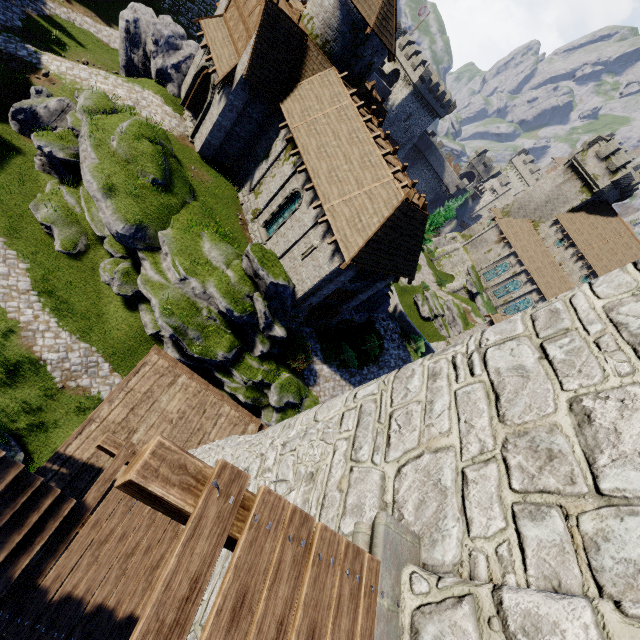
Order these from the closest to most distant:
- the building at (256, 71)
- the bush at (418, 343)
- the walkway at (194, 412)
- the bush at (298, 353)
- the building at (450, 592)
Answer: the building at (450, 592) < the walkway at (194, 412) < the building at (256, 71) < the bush at (298, 353) < the bush at (418, 343)

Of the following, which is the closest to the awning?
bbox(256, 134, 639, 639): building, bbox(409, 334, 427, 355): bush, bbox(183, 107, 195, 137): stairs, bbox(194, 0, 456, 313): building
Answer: bbox(194, 0, 456, 313): building

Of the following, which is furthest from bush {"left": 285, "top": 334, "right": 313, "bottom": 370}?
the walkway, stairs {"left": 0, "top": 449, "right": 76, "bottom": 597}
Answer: stairs {"left": 0, "top": 449, "right": 76, "bottom": 597}

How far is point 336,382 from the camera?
23.25m

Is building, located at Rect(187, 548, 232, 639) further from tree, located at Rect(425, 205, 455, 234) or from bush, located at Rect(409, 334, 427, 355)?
bush, located at Rect(409, 334, 427, 355)

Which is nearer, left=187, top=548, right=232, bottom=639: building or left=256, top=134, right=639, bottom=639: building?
left=256, top=134, right=639, bottom=639: building

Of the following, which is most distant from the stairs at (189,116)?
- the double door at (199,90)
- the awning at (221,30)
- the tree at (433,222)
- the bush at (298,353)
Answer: the bush at (298,353)

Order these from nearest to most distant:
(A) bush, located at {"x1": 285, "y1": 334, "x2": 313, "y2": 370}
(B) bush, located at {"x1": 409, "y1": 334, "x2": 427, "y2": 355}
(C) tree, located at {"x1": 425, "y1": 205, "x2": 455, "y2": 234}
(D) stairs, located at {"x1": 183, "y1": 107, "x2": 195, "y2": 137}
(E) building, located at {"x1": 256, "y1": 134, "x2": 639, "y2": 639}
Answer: (E) building, located at {"x1": 256, "y1": 134, "x2": 639, "y2": 639}
(A) bush, located at {"x1": 285, "y1": 334, "x2": 313, "y2": 370}
(C) tree, located at {"x1": 425, "y1": 205, "x2": 455, "y2": 234}
(D) stairs, located at {"x1": 183, "y1": 107, "x2": 195, "y2": 137}
(B) bush, located at {"x1": 409, "y1": 334, "x2": 427, "y2": 355}
